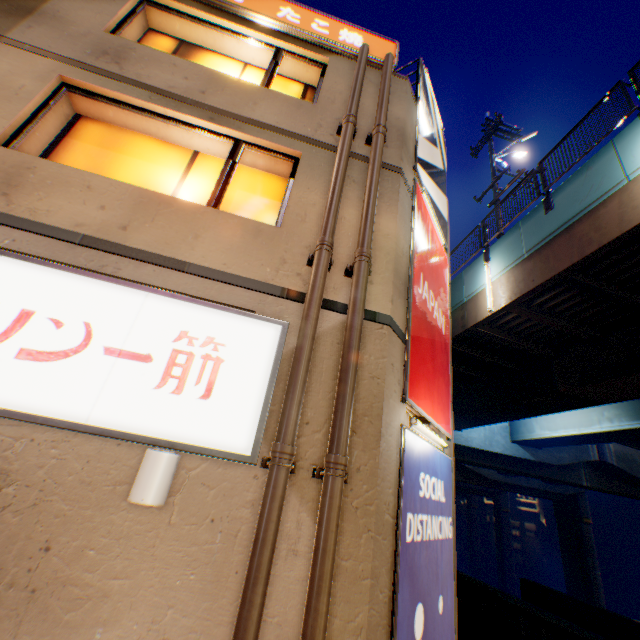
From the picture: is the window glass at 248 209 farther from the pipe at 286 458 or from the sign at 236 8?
the sign at 236 8

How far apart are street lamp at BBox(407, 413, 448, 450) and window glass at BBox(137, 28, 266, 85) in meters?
5.8

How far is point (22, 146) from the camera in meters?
4.5

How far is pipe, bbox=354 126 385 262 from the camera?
4.3m

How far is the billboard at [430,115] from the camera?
6.97m

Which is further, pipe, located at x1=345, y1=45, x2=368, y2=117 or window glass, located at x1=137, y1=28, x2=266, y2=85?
window glass, located at x1=137, y1=28, x2=266, y2=85

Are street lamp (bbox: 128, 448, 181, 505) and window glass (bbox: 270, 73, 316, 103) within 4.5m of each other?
no

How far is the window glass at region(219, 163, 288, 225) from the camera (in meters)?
5.24
